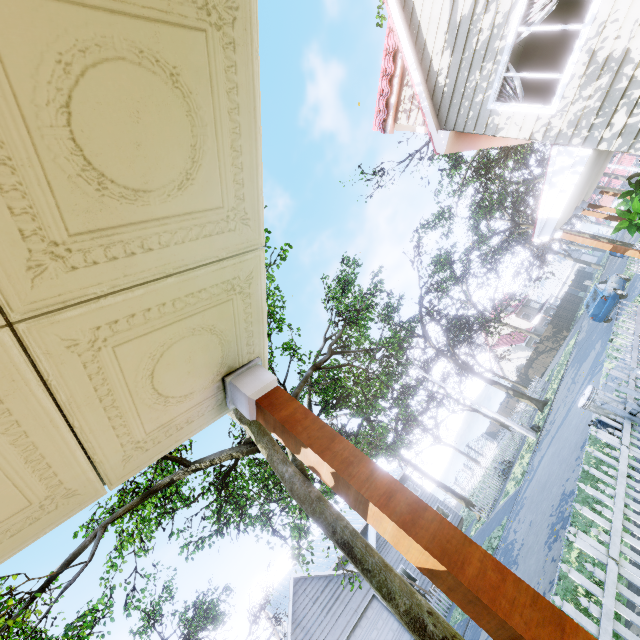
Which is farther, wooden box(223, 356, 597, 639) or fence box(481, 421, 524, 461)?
fence box(481, 421, 524, 461)

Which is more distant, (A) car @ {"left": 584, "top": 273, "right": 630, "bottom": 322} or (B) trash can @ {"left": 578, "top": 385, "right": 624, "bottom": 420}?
(A) car @ {"left": 584, "top": 273, "right": 630, "bottom": 322}

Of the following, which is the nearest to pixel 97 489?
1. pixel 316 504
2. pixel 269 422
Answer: pixel 269 422

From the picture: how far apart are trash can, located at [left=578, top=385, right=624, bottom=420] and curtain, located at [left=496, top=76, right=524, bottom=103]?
6.5m

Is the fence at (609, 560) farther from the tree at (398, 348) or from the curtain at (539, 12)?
the curtain at (539, 12)

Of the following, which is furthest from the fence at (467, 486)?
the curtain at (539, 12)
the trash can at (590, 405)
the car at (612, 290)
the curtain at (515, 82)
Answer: the car at (612, 290)

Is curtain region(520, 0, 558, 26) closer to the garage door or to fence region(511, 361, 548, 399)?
fence region(511, 361, 548, 399)

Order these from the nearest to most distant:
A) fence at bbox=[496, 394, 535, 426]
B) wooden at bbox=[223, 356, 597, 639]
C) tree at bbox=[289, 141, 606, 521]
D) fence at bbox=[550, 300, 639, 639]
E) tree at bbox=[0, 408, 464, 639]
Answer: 1. wooden at bbox=[223, 356, 597, 639]
2. fence at bbox=[550, 300, 639, 639]
3. tree at bbox=[0, 408, 464, 639]
4. tree at bbox=[289, 141, 606, 521]
5. fence at bbox=[496, 394, 535, 426]
